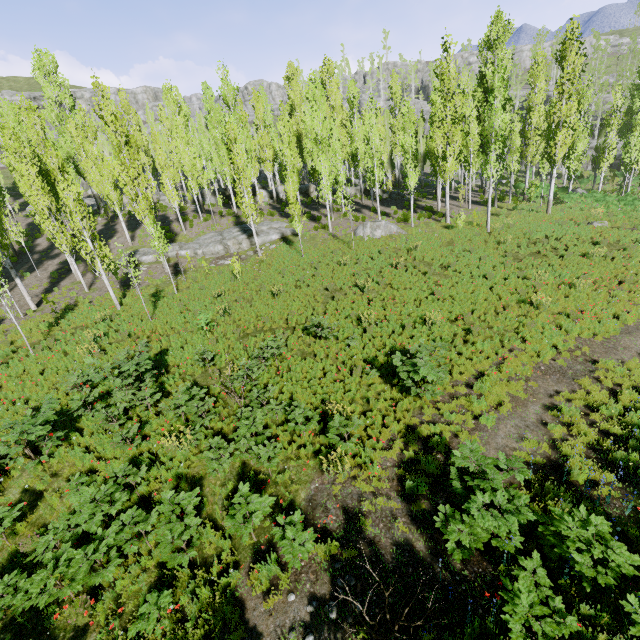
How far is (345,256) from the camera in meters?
21.0 m

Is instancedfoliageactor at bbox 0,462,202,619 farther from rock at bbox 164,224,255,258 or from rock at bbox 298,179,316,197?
rock at bbox 164,224,255,258

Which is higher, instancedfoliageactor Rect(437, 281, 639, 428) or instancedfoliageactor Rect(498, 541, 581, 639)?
instancedfoliageactor Rect(498, 541, 581, 639)

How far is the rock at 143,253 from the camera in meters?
25.2 m

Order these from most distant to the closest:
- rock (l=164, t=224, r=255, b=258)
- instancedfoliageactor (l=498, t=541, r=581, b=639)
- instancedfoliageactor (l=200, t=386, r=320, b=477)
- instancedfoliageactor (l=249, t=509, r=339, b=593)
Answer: rock (l=164, t=224, r=255, b=258) < instancedfoliageactor (l=200, t=386, r=320, b=477) < instancedfoliageactor (l=249, t=509, r=339, b=593) < instancedfoliageactor (l=498, t=541, r=581, b=639)

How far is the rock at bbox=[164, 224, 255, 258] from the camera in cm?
2497

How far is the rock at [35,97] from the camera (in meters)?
55.12

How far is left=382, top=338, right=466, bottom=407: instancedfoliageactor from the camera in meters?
9.2
